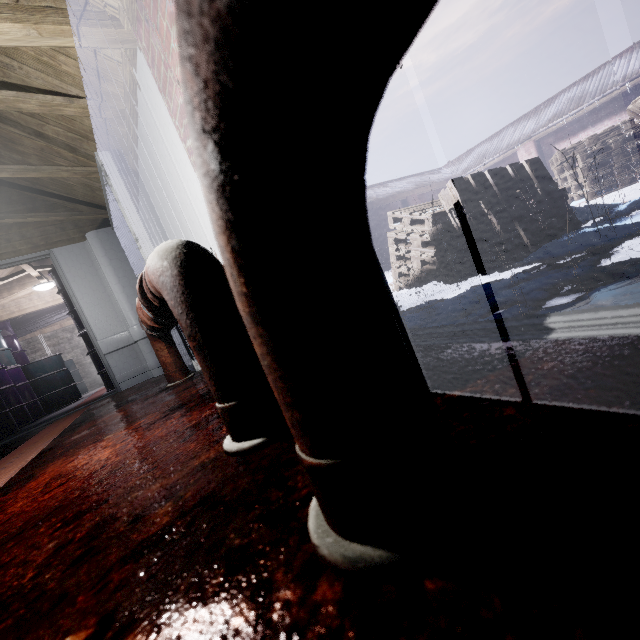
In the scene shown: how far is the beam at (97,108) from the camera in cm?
233

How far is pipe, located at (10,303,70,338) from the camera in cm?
718

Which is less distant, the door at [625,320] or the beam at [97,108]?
the door at [625,320]

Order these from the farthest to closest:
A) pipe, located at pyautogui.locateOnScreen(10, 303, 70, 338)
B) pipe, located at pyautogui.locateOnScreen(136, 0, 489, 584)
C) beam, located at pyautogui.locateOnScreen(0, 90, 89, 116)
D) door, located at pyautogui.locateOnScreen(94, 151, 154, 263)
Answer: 1. pipe, located at pyautogui.locateOnScreen(10, 303, 70, 338)
2. door, located at pyautogui.locateOnScreen(94, 151, 154, 263)
3. beam, located at pyautogui.locateOnScreen(0, 90, 89, 116)
4. pipe, located at pyautogui.locateOnScreen(136, 0, 489, 584)

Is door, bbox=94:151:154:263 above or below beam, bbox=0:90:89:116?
below

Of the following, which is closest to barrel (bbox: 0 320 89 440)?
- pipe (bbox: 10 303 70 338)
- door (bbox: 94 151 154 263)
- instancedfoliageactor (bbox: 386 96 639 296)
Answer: pipe (bbox: 10 303 70 338)

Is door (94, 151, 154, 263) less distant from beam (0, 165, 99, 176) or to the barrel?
beam (0, 165, 99, 176)

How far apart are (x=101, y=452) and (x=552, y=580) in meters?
1.5 m
